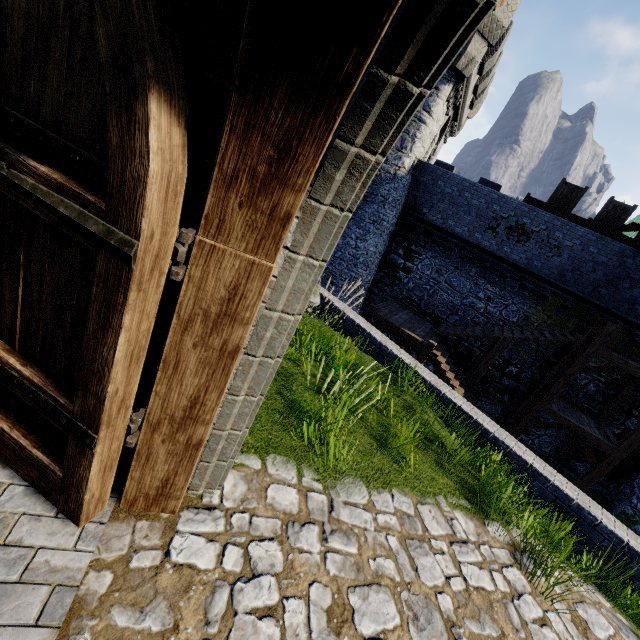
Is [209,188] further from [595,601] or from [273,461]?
[595,601]

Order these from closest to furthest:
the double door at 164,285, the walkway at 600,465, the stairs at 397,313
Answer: the double door at 164,285 < the walkway at 600,465 < the stairs at 397,313

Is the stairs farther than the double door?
Yes

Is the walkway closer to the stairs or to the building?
the stairs

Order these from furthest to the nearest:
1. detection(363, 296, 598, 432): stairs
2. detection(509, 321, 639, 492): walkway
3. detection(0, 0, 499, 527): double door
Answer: detection(363, 296, 598, 432): stairs → detection(509, 321, 639, 492): walkway → detection(0, 0, 499, 527): double door

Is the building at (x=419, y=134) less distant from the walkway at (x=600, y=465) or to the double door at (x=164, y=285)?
the walkway at (x=600, y=465)

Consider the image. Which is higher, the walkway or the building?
the building

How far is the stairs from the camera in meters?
13.3 m
